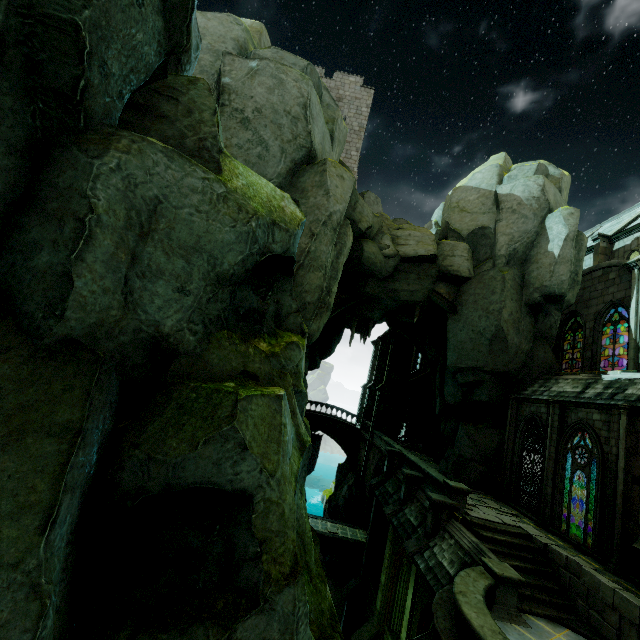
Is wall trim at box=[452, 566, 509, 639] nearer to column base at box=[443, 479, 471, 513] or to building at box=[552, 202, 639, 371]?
column base at box=[443, 479, 471, 513]

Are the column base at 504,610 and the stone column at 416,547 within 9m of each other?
yes

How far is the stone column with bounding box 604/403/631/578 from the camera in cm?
1093

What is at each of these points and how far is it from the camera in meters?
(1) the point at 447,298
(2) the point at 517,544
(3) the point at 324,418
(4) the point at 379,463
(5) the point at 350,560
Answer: (1) archway, 20.8
(2) stair, 12.5
(3) bridge, 38.3
(4) archway, 27.1
(5) bridge, 23.9

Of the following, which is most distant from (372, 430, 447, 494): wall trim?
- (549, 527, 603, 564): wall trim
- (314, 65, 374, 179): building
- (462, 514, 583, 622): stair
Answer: (314, 65, 374, 179): building

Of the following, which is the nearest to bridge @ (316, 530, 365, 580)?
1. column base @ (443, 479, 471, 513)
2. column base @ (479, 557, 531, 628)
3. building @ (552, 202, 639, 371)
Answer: building @ (552, 202, 639, 371)

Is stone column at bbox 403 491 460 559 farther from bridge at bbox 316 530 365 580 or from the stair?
bridge at bbox 316 530 365 580

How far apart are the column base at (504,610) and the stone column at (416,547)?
3.2 meters
